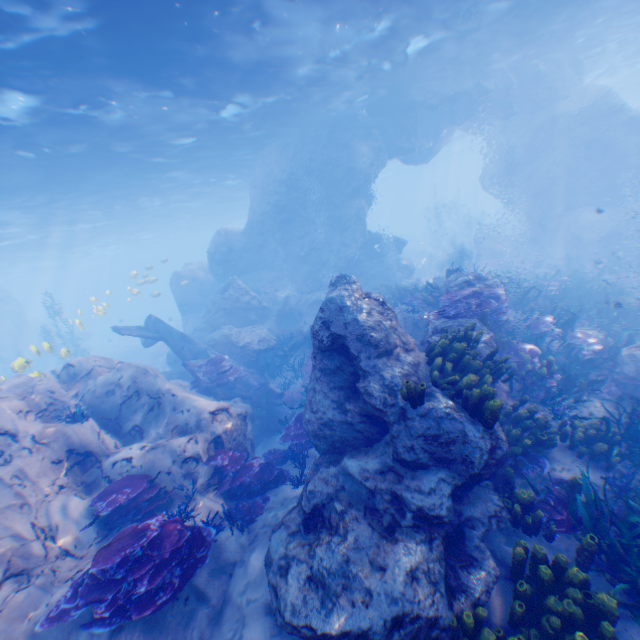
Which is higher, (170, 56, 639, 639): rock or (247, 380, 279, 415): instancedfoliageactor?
(170, 56, 639, 639): rock

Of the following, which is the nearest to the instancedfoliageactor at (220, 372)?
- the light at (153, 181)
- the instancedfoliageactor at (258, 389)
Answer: the instancedfoliageactor at (258, 389)

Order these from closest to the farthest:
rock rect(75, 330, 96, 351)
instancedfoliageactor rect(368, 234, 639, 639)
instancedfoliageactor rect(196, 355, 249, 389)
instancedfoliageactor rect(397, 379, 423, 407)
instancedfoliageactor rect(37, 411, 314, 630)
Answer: instancedfoliageactor rect(368, 234, 639, 639) < instancedfoliageactor rect(37, 411, 314, 630) < instancedfoliageactor rect(397, 379, 423, 407) < instancedfoliageactor rect(196, 355, 249, 389) < rock rect(75, 330, 96, 351)

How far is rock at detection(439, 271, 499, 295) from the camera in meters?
9.5 m

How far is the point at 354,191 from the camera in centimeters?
2184cm

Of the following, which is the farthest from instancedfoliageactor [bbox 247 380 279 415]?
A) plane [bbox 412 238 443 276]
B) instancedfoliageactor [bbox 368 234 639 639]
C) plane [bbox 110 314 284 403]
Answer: plane [bbox 412 238 443 276]

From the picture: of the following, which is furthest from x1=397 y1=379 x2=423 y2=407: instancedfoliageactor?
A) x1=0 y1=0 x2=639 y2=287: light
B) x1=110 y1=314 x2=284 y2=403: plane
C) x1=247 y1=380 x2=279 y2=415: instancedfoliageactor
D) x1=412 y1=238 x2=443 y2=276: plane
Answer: x1=412 y1=238 x2=443 y2=276: plane

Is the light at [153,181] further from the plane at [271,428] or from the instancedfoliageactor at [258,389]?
the instancedfoliageactor at [258,389]
